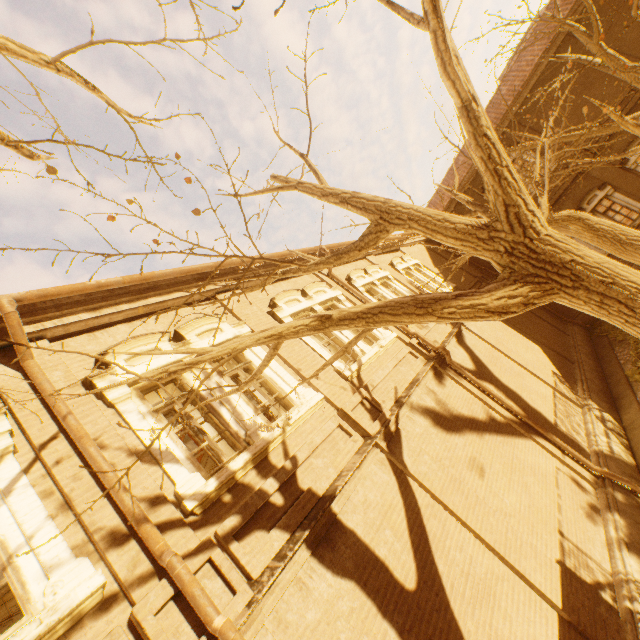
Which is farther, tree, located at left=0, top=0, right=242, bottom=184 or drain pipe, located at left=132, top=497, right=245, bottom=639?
drain pipe, located at left=132, top=497, right=245, bottom=639

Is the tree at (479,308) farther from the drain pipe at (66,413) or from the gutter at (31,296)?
the gutter at (31,296)

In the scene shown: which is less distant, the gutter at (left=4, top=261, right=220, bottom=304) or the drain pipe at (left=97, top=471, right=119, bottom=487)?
the drain pipe at (left=97, top=471, right=119, bottom=487)

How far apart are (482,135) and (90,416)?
5.68m

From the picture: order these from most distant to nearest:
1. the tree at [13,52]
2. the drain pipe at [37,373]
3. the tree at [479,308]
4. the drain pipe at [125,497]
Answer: the drain pipe at [37,373]
the drain pipe at [125,497]
the tree at [479,308]
the tree at [13,52]

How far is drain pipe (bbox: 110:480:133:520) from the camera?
3.58m
